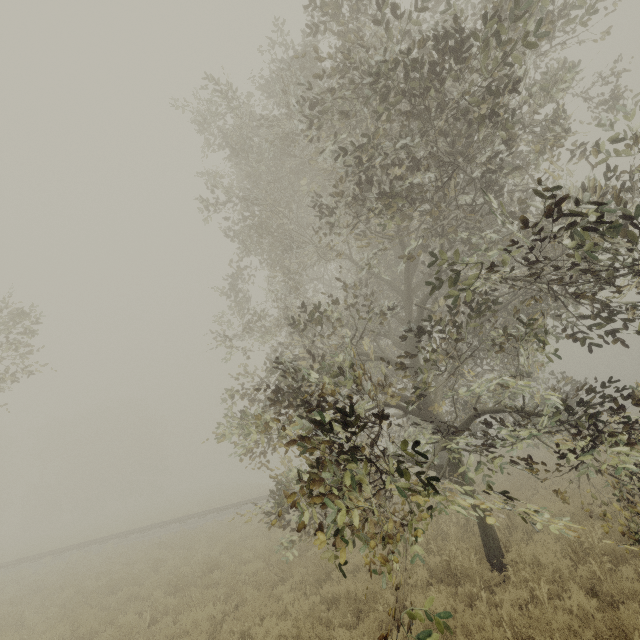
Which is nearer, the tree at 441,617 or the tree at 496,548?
the tree at 441,617

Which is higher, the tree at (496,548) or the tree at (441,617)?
the tree at (496,548)

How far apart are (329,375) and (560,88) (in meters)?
11.32

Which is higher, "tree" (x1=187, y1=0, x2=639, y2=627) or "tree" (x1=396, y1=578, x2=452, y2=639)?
"tree" (x1=187, y1=0, x2=639, y2=627)

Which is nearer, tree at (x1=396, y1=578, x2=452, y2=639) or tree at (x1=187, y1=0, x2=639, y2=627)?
tree at (x1=396, y1=578, x2=452, y2=639)
